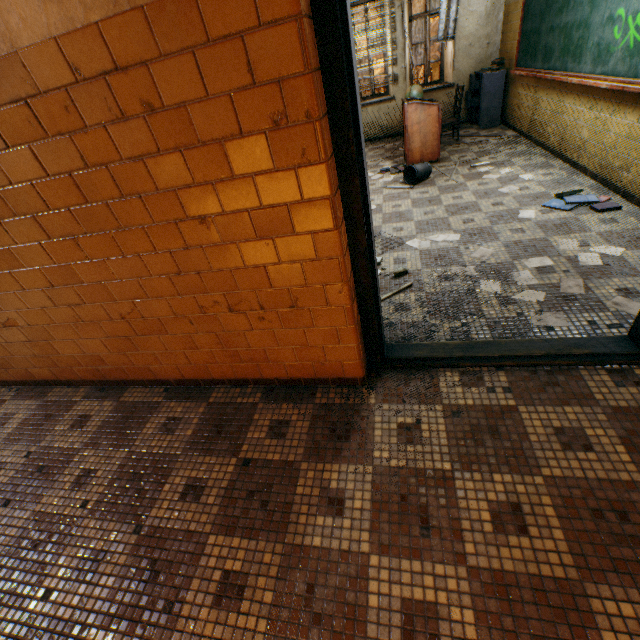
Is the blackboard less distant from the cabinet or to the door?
the cabinet

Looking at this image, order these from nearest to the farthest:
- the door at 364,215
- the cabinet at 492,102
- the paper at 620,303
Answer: the door at 364,215 < the paper at 620,303 < the cabinet at 492,102

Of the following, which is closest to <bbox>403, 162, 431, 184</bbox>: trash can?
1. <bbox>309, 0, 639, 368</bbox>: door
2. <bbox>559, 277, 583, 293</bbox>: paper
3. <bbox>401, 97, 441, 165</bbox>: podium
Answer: <bbox>401, 97, 441, 165</bbox>: podium

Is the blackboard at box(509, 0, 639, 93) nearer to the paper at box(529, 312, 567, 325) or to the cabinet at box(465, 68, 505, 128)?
the cabinet at box(465, 68, 505, 128)

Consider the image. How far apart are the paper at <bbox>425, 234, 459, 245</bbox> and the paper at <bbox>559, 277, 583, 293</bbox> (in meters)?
1.12

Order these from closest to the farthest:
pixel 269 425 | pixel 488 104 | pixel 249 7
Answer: pixel 249 7, pixel 269 425, pixel 488 104

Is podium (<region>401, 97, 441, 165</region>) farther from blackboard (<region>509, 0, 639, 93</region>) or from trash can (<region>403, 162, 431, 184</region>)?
blackboard (<region>509, 0, 639, 93</region>)

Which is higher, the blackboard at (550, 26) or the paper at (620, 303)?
the blackboard at (550, 26)
